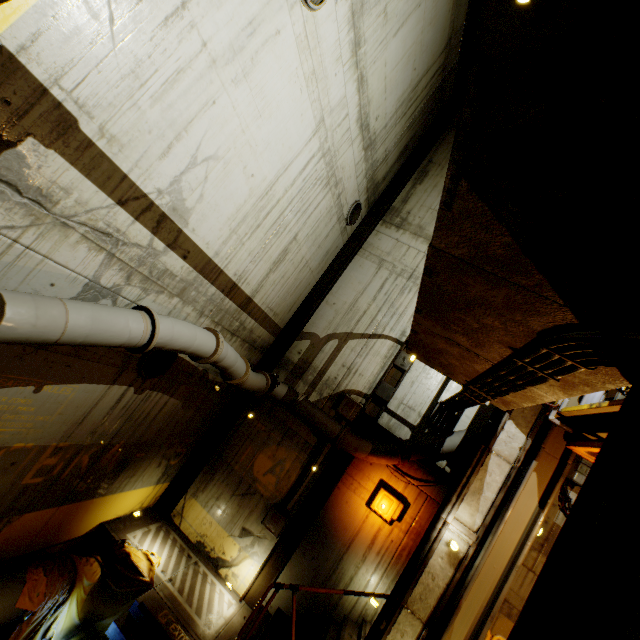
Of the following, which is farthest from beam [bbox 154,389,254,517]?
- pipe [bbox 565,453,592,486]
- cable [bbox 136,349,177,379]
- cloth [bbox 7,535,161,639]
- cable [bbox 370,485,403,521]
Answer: pipe [bbox 565,453,592,486]

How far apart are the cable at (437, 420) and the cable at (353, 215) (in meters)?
5.87

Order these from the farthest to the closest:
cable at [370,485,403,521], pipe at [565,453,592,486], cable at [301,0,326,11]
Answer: cable at [370,485,403,521] < pipe at [565,453,592,486] < cable at [301,0,326,11]

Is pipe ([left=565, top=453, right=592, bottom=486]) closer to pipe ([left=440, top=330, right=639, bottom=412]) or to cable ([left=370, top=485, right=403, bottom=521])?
pipe ([left=440, top=330, right=639, bottom=412])

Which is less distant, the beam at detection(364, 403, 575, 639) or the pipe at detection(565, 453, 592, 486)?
the beam at detection(364, 403, 575, 639)

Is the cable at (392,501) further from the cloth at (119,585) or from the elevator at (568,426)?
the cloth at (119,585)

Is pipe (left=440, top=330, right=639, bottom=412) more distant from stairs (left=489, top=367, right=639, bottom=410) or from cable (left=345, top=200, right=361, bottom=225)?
cable (left=345, top=200, right=361, bottom=225)

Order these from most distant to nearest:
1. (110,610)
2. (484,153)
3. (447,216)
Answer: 1. (110,610)
2. (447,216)
3. (484,153)
